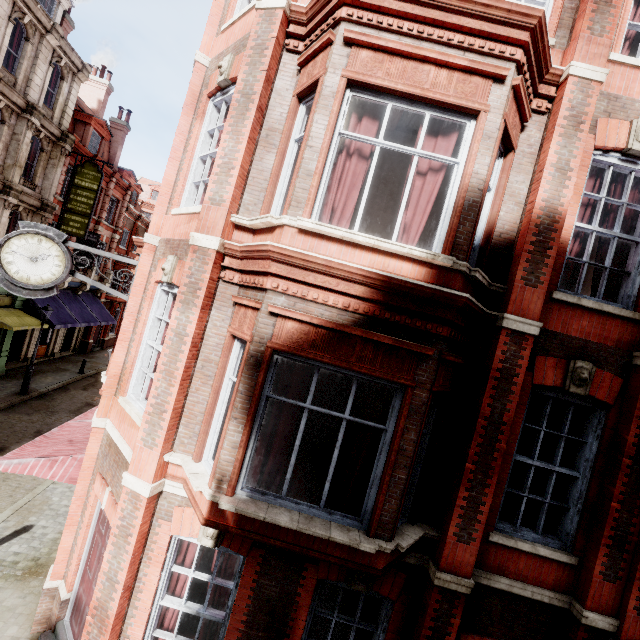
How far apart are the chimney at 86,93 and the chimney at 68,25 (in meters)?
6.71

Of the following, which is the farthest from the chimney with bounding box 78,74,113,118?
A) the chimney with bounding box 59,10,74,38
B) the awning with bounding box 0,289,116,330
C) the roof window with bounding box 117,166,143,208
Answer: the awning with bounding box 0,289,116,330

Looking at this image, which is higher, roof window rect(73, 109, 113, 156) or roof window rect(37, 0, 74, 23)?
roof window rect(37, 0, 74, 23)

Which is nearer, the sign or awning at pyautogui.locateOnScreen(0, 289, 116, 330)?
awning at pyautogui.locateOnScreen(0, 289, 116, 330)

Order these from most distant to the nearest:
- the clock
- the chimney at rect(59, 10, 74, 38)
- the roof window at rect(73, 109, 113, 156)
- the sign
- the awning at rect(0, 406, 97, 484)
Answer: the roof window at rect(73, 109, 113, 156), the sign, the chimney at rect(59, 10, 74, 38), the awning at rect(0, 406, 97, 484), the clock

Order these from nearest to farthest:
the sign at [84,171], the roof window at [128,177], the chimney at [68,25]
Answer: the chimney at [68,25]
the sign at [84,171]
the roof window at [128,177]

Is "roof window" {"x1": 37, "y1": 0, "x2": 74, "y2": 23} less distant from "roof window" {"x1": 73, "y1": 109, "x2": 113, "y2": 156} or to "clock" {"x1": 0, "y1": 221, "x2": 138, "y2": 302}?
"roof window" {"x1": 73, "y1": 109, "x2": 113, "y2": 156}

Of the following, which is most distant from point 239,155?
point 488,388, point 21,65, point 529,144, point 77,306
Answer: point 77,306
